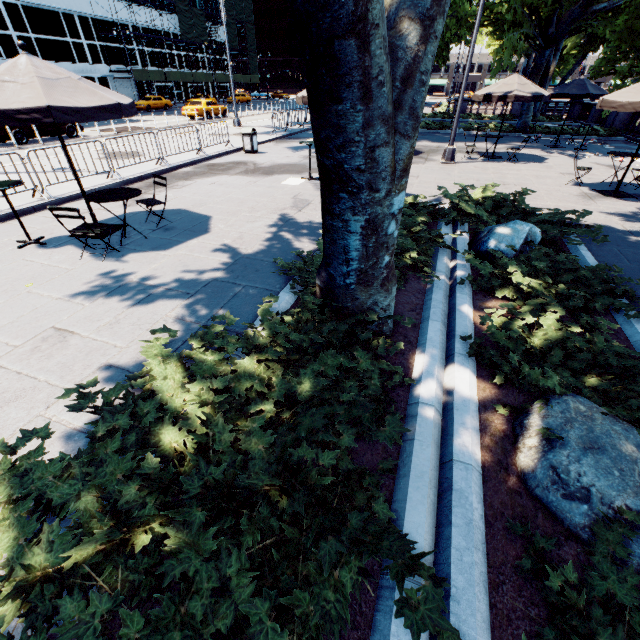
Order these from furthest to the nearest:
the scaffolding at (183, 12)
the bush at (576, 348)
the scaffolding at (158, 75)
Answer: the scaffolding at (183, 12) < the scaffolding at (158, 75) < the bush at (576, 348)

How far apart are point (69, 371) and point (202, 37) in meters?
66.6 m

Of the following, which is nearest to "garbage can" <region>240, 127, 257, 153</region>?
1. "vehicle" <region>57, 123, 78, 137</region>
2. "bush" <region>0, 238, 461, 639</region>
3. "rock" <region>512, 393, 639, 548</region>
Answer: "vehicle" <region>57, 123, 78, 137</region>

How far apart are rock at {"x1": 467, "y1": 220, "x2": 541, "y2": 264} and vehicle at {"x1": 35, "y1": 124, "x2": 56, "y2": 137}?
22.56m

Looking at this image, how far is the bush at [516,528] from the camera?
2.2m

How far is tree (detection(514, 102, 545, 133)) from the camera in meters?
20.5 m

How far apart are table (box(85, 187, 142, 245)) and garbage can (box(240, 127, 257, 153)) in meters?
9.9
